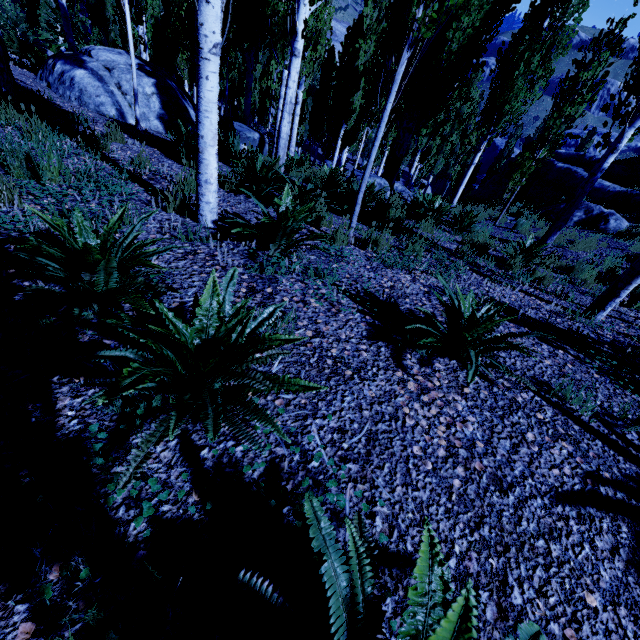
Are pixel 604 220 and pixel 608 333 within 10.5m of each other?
no

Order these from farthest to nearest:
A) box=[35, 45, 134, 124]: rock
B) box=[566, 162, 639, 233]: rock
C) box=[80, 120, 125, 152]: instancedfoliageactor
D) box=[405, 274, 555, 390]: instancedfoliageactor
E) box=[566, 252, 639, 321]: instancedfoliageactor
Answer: box=[566, 162, 639, 233]: rock < box=[35, 45, 134, 124]: rock < box=[80, 120, 125, 152]: instancedfoliageactor < box=[566, 252, 639, 321]: instancedfoliageactor < box=[405, 274, 555, 390]: instancedfoliageactor

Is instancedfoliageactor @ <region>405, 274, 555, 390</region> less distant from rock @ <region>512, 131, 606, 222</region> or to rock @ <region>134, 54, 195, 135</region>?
rock @ <region>134, 54, 195, 135</region>

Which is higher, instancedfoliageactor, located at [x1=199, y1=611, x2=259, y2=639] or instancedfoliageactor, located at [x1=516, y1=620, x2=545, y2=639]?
instancedfoliageactor, located at [x1=516, y1=620, x2=545, y2=639]

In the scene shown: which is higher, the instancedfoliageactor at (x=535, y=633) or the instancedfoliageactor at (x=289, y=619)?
the instancedfoliageactor at (x=535, y=633)

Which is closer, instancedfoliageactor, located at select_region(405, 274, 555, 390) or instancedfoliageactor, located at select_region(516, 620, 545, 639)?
instancedfoliageactor, located at select_region(516, 620, 545, 639)

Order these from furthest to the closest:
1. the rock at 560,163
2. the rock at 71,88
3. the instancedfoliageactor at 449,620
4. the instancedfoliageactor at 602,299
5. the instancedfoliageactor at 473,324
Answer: the rock at 560,163
the rock at 71,88
the instancedfoliageactor at 602,299
the instancedfoliageactor at 473,324
the instancedfoliageactor at 449,620
